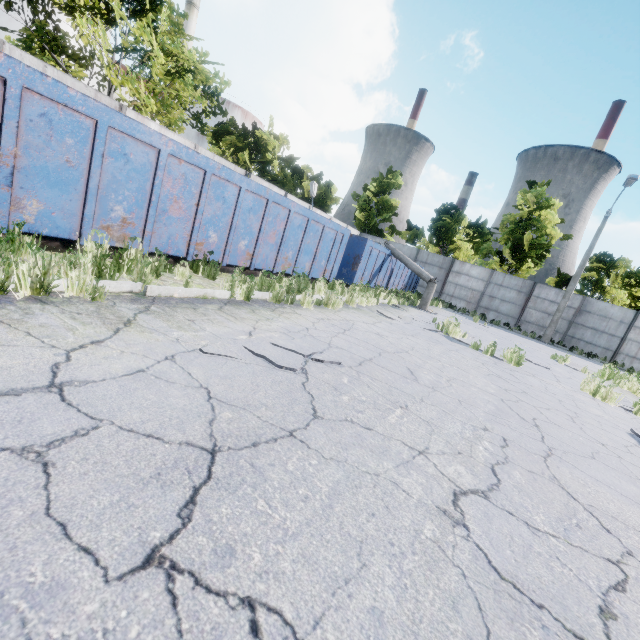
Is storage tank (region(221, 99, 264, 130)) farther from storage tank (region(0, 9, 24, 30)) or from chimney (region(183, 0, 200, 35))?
storage tank (region(0, 9, 24, 30))

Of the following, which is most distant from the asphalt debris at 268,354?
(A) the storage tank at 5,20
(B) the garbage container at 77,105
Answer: (A) the storage tank at 5,20

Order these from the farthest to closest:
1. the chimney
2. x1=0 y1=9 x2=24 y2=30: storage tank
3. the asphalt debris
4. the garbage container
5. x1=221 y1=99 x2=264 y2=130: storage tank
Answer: x1=221 y1=99 x2=264 y2=130: storage tank < the chimney < x1=0 y1=9 x2=24 y2=30: storage tank < the garbage container < the asphalt debris

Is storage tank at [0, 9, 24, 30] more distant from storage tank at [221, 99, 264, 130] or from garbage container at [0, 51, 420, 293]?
garbage container at [0, 51, 420, 293]

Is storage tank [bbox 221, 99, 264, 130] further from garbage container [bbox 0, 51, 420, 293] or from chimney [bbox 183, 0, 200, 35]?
garbage container [bbox 0, 51, 420, 293]

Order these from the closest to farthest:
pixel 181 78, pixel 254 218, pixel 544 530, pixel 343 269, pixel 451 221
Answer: pixel 544 530 → pixel 254 218 → pixel 343 269 → pixel 181 78 → pixel 451 221

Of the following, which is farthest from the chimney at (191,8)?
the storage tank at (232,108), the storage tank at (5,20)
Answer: the storage tank at (5,20)

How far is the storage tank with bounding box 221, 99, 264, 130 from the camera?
47.28m
